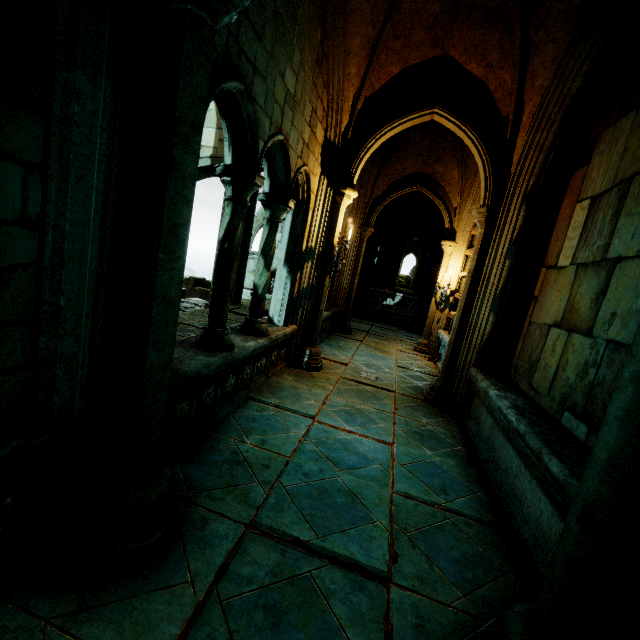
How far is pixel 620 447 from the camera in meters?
1.3 m

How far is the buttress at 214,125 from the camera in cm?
Result: 990

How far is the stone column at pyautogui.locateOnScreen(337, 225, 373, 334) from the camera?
9.29m

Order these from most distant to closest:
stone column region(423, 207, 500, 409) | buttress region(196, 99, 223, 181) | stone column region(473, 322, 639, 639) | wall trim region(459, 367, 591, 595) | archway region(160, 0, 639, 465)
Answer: buttress region(196, 99, 223, 181) → stone column region(423, 207, 500, 409) → archway region(160, 0, 639, 465) → wall trim region(459, 367, 591, 595) → stone column region(473, 322, 639, 639)

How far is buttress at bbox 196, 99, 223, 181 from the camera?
9.9 meters

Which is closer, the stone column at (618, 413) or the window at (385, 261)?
the stone column at (618, 413)

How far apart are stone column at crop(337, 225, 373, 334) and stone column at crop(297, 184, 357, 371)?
3.46m

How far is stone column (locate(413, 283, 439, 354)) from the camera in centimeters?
908cm
